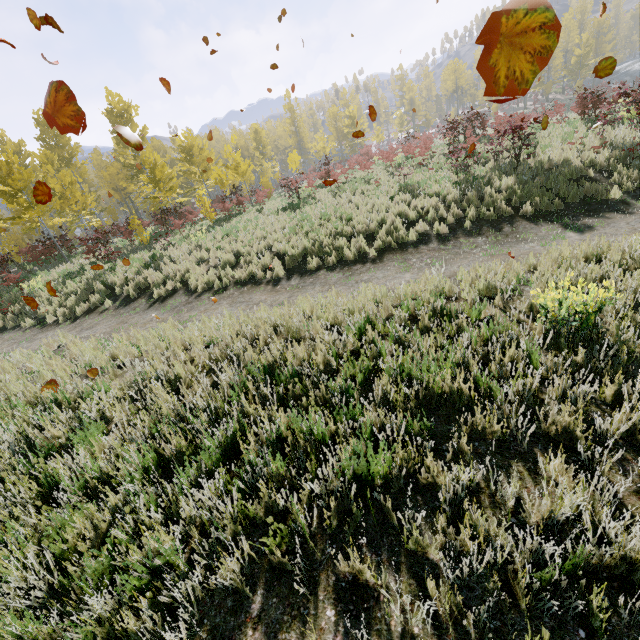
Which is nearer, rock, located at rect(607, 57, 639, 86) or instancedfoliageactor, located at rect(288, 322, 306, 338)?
instancedfoliageactor, located at rect(288, 322, 306, 338)

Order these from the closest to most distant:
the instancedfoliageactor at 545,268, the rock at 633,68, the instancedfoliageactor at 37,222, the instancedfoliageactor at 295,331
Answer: the instancedfoliageactor at 545,268 → the instancedfoliageactor at 295,331 → the instancedfoliageactor at 37,222 → the rock at 633,68

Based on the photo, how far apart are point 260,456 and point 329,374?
1.26m

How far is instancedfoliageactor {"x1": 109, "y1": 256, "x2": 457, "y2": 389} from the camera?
5.68m

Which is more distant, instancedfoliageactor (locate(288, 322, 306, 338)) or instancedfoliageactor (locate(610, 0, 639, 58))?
instancedfoliageactor (locate(610, 0, 639, 58))

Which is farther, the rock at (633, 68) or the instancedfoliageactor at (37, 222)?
the rock at (633, 68)
